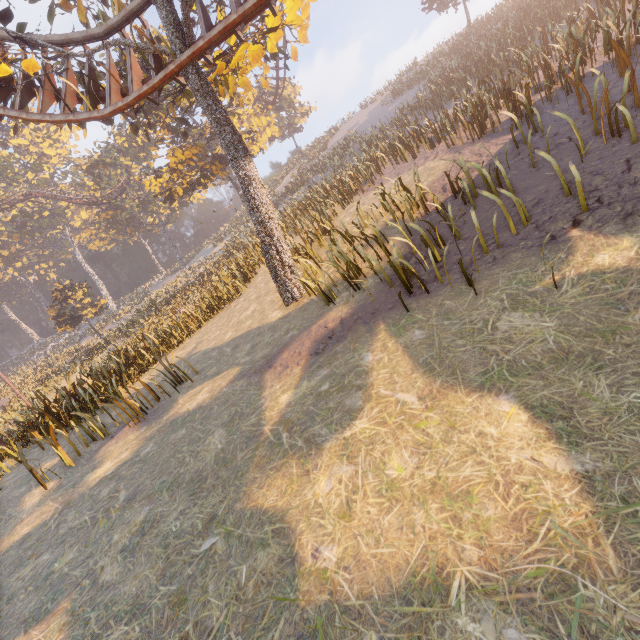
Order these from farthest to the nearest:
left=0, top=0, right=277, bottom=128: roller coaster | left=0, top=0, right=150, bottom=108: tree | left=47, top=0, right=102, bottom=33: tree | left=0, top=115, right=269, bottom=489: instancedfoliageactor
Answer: left=0, top=115, right=269, bottom=489: instancedfoliageactor, left=47, top=0, right=102, bottom=33: tree, left=0, top=0, right=150, bottom=108: tree, left=0, top=0, right=277, bottom=128: roller coaster

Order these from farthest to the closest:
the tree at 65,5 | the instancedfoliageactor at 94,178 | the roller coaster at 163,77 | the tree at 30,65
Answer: the instancedfoliageactor at 94,178, the tree at 65,5, the tree at 30,65, the roller coaster at 163,77

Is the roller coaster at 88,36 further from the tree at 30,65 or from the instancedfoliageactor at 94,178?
the instancedfoliageactor at 94,178

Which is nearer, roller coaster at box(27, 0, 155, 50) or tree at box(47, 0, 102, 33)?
roller coaster at box(27, 0, 155, 50)

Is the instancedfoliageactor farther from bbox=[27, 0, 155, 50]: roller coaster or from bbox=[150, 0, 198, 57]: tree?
bbox=[150, 0, 198, 57]: tree

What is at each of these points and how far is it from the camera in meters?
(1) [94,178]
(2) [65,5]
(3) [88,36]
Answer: (1) instancedfoliageactor, 44.4
(2) tree, 10.3
(3) roller coaster, 8.7

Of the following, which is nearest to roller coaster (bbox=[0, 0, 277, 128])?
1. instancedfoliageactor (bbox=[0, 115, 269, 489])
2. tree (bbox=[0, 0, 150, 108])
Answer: tree (bbox=[0, 0, 150, 108])

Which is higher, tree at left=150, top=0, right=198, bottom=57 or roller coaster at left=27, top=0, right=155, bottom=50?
roller coaster at left=27, top=0, right=155, bottom=50
